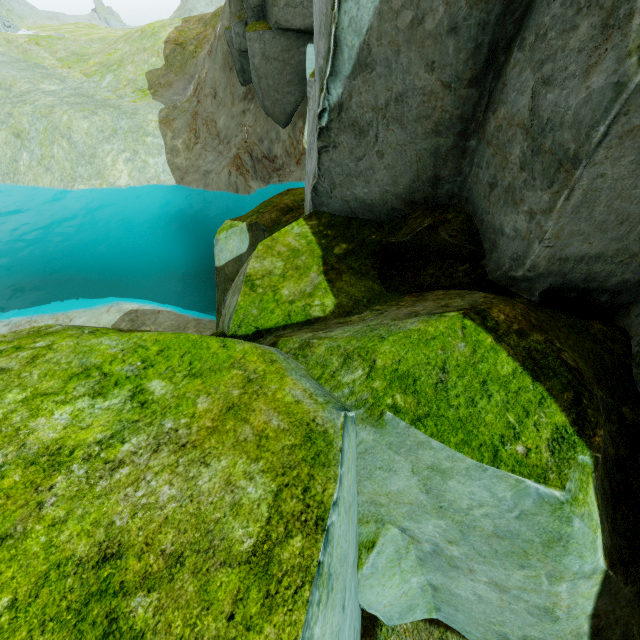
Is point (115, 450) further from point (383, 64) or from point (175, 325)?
point (175, 325)
